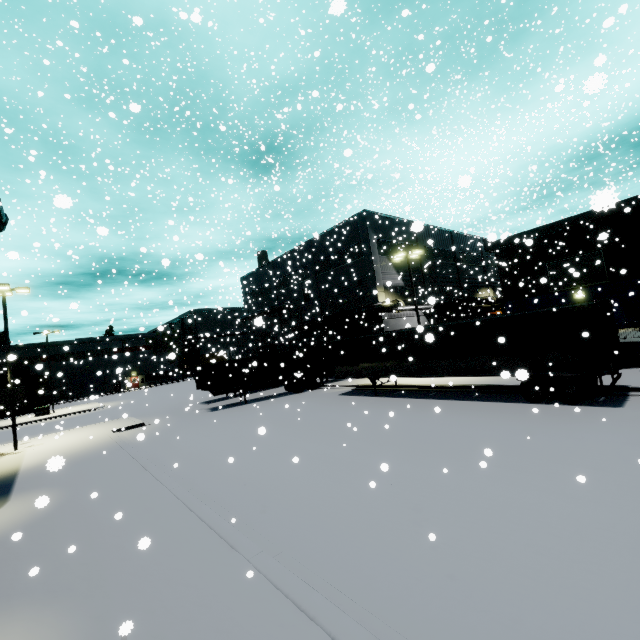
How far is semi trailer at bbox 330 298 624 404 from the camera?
12.3m

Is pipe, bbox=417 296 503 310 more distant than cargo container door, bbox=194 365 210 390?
Yes

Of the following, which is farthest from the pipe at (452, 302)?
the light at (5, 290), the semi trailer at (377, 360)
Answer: the light at (5, 290)

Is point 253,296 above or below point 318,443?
above

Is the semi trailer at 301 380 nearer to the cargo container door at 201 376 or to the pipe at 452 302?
the cargo container door at 201 376

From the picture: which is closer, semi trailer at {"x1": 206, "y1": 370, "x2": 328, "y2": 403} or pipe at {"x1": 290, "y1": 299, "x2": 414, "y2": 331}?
semi trailer at {"x1": 206, "y1": 370, "x2": 328, "y2": 403}

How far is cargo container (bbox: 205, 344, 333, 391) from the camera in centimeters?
2470cm

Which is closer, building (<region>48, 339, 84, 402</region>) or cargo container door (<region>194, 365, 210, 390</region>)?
cargo container door (<region>194, 365, 210, 390</region>)
